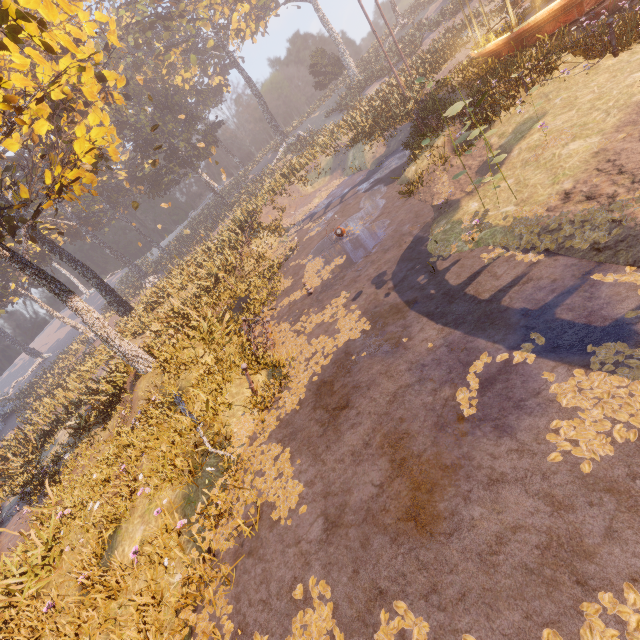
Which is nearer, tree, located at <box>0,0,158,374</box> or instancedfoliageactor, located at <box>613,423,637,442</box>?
instancedfoliageactor, located at <box>613,423,637,442</box>

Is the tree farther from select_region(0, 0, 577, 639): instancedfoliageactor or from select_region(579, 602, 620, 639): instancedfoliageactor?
select_region(579, 602, 620, 639): instancedfoliageactor

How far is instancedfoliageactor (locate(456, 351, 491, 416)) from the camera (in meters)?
4.61

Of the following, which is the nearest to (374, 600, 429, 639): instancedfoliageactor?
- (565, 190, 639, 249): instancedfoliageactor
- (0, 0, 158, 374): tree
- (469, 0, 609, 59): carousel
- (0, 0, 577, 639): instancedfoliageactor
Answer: (565, 190, 639, 249): instancedfoliageactor

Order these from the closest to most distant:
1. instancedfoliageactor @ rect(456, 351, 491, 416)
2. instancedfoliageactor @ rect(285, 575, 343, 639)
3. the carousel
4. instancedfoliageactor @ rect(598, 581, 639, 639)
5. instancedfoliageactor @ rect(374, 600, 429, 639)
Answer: instancedfoliageactor @ rect(598, 581, 639, 639) → instancedfoliageactor @ rect(374, 600, 429, 639) → instancedfoliageactor @ rect(285, 575, 343, 639) → instancedfoliageactor @ rect(456, 351, 491, 416) → the carousel

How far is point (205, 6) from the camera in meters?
41.4

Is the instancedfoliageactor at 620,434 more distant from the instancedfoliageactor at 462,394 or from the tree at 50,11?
the tree at 50,11

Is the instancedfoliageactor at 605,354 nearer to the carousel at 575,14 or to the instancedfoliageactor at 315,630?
the instancedfoliageactor at 315,630
